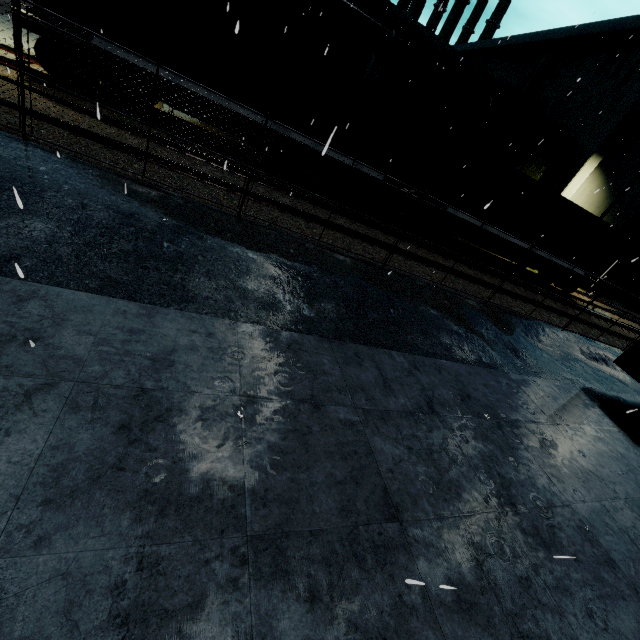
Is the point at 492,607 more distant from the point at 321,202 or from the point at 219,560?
the point at 321,202

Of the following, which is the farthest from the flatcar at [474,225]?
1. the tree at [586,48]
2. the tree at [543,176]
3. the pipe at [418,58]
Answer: the tree at [586,48]

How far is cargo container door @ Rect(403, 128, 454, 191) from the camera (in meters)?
12.99

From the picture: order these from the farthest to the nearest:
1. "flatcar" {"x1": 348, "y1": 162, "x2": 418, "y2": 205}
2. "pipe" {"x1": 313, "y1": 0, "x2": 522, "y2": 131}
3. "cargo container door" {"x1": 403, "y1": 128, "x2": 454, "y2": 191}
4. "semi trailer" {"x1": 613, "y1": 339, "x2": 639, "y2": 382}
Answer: "pipe" {"x1": 313, "y1": 0, "x2": 522, "y2": 131}
"cargo container door" {"x1": 403, "y1": 128, "x2": 454, "y2": 191}
"flatcar" {"x1": 348, "y1": 162, "x2": 418, "y2": 205}
"semi trailer" {"x1": 613, "y1": 339, "x2": 639, "y2": 382}

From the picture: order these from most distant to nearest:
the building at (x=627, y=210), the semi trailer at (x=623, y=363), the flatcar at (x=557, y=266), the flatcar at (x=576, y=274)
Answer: the building at (x=627, y=210) < the flatcar at (x=576, y=274) < the flatcar at (x=557, y=266) < the semi trailer at (x=623, y=363)

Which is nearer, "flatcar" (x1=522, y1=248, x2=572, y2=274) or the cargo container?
the cargo container

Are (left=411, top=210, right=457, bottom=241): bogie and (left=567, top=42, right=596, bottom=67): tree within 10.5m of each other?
no

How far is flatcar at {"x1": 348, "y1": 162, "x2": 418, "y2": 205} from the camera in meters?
12.5
